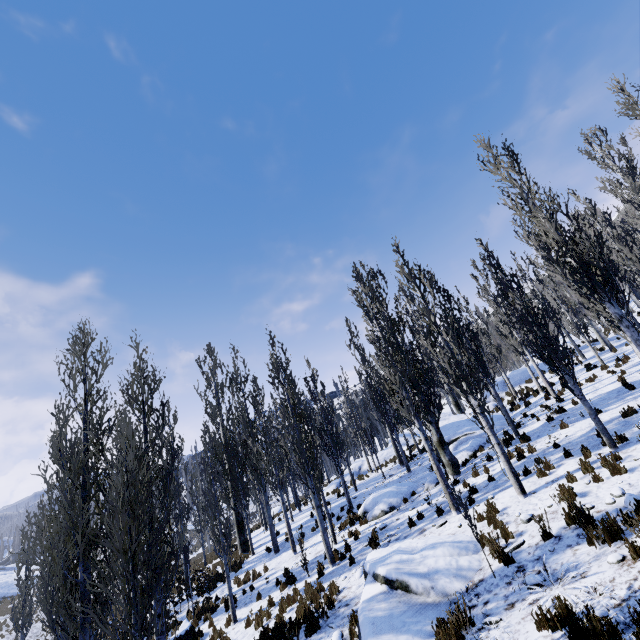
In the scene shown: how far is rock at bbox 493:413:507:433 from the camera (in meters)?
17.63

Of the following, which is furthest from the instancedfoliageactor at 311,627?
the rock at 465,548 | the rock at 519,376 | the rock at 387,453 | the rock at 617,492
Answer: the rock at 617,492

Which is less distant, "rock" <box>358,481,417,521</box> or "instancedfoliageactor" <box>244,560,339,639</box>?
"instancedfoliageactor" <box>244,560,339,639</box>

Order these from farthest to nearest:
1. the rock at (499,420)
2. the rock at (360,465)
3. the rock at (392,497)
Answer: the rock at (360,465)
the rock at (499,420)
the rock at (392,497)

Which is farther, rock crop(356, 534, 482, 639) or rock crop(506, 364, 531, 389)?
rock crop(506, 364, 531, 389)

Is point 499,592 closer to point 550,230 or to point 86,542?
point 86,542

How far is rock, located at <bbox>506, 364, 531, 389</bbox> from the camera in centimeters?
2678cm

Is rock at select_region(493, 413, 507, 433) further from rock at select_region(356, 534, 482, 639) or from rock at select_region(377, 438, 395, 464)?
rock at select_region(377, 438, 395, 464)
